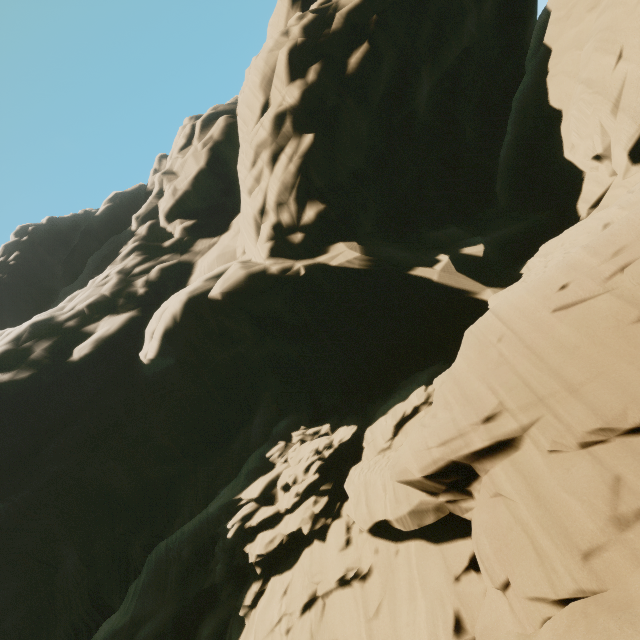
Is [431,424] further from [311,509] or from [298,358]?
[298,358]
